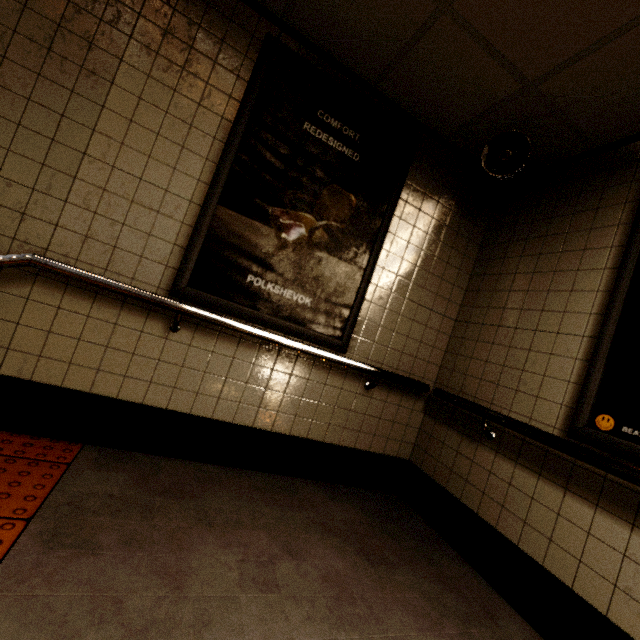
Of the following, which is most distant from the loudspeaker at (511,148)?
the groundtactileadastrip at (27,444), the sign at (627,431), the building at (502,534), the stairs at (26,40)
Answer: the groundtactileadastrip at (27,444)

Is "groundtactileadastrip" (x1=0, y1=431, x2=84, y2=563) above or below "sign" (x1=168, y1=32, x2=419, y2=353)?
below

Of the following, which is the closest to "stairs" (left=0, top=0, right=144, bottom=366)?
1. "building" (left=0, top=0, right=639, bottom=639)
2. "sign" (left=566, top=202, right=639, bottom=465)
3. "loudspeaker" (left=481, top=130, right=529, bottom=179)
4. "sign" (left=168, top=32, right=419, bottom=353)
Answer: "building" (left=0, top=0, right=639, bottom=639)

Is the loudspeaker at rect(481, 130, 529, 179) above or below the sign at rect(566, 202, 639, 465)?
above

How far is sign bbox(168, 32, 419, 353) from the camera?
2.05m

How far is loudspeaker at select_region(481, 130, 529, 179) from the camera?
2.18m

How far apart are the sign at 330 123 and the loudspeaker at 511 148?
0.5m

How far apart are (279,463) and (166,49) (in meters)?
2.83
